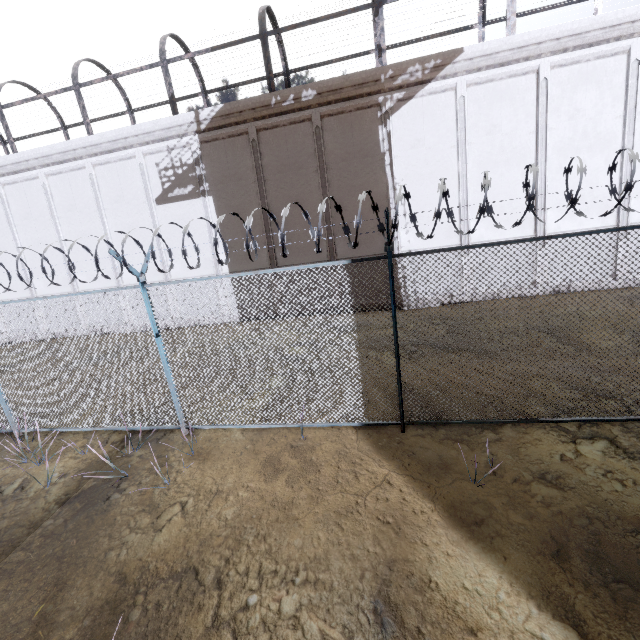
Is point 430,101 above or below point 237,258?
above
